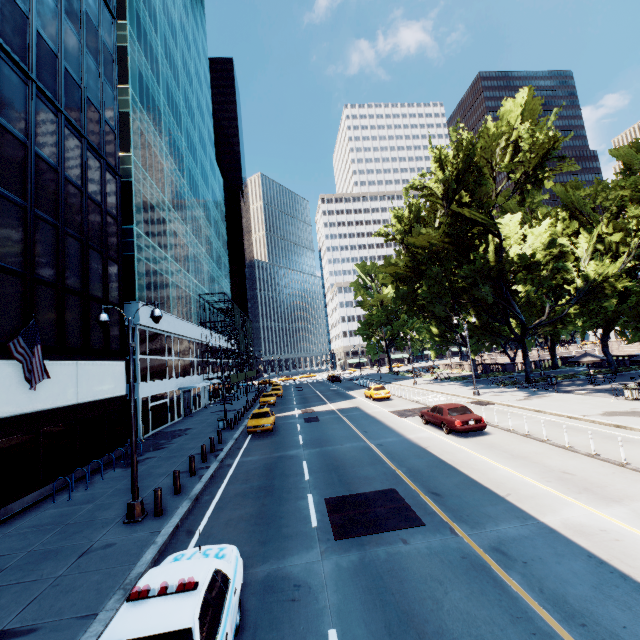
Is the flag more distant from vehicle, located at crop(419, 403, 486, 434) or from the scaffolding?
the scaffolding

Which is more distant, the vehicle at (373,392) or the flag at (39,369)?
the vehicle at (373,392)

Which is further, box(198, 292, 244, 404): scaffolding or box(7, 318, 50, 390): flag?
box(198, 292, 244, 404): scaffolding

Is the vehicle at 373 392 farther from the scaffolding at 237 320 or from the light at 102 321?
the light at 102 321

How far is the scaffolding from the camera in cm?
4481

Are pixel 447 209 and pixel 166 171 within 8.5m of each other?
no

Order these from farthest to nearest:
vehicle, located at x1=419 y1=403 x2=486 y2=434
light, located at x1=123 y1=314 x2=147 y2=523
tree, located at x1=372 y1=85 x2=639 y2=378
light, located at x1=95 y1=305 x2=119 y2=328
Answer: tree, located at x1=372 y1=85 x2=639 y2=378 < vehicle, located at x1=419 y1=403 x2=486 y2=434 < light, located at x1=95 y1=305 x2=119 y2=328 < light, located at x1=123 y1=314 x2=147 y2=523

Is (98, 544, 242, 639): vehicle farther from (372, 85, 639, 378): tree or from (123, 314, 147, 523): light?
(372, 85, 639, 378): tree
